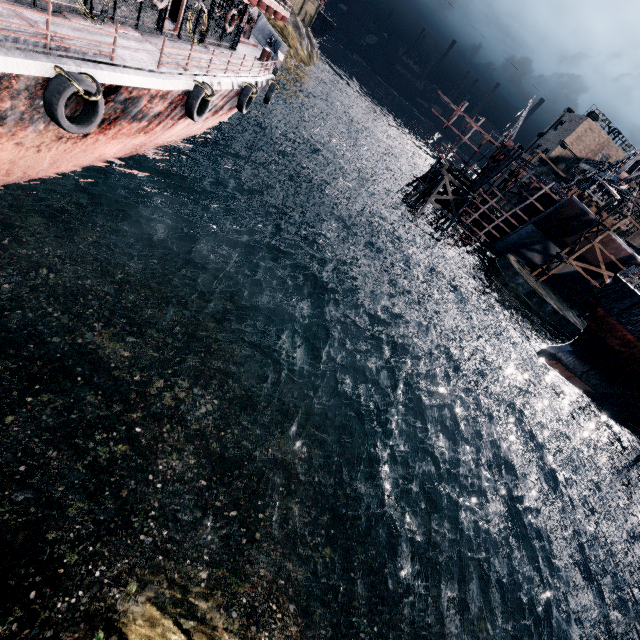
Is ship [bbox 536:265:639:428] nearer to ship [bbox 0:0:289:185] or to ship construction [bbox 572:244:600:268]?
ship construction [bbox 572:244:600:268]

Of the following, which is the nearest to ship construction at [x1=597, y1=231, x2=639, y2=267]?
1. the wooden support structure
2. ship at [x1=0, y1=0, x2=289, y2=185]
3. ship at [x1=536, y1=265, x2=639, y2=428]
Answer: the wooden support structure

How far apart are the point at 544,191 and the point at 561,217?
11.0 meters

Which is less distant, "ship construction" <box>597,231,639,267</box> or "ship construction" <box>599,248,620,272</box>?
"ship construction" <box>597,231,639,267</box>

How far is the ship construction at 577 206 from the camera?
39.84m

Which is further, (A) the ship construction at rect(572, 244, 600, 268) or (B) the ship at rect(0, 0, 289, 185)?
(A) the ship construction at rect(572, 244, 600, 268)

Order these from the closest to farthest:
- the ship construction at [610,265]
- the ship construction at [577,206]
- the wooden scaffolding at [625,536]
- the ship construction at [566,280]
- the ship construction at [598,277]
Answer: the wooden scaffolding at [625,536] < the ship construction at [577,206] < the ship construction at [610,265] < the ship construction at [598,277] < the ship construction at [566,280]

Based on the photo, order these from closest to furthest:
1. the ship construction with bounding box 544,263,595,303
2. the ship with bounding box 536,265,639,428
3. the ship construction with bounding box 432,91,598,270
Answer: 1. the ship with bounding box 536,265,639,428
2. the ship construction with bounding box 432,91,598,270
3. the ship construction with bounding box 544,263,595,303
